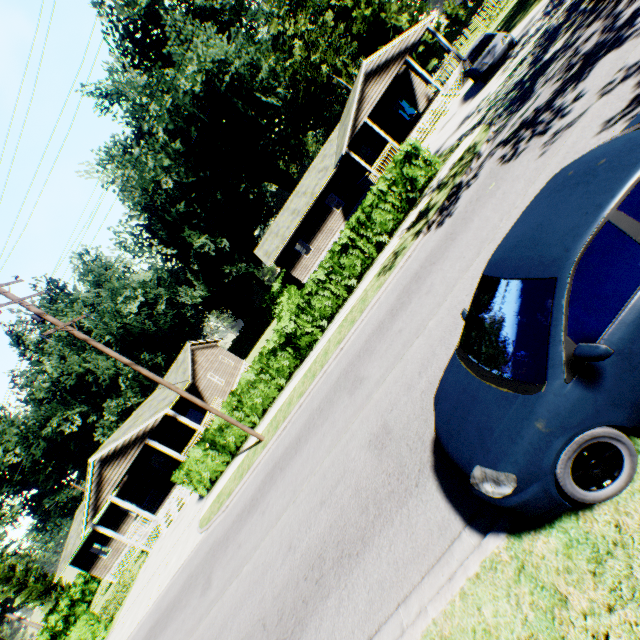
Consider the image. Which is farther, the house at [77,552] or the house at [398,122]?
the house at [398,122]

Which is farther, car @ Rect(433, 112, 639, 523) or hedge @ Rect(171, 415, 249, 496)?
hedge @ Rect(171, 415, 249, 496)

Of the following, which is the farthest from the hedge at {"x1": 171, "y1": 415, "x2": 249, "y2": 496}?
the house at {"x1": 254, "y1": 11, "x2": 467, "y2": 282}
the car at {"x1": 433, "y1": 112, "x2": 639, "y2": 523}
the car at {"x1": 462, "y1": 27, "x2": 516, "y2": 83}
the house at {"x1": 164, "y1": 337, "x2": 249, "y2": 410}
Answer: the car at {"x1": 462, "y1": 27, "x2": 516, "y2": 83}

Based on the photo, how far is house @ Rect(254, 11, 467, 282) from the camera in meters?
22.9 m

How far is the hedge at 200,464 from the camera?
16.5m

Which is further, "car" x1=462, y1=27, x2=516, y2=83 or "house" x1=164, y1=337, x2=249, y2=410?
"house" x1=164, y1=337, x2=249, y2=410

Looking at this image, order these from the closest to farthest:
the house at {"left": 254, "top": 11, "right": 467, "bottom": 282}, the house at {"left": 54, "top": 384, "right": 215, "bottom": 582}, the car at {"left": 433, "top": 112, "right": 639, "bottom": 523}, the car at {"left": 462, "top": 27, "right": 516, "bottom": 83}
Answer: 1. the car at {"left": 433, "top": 112, "right": 639, "bottom": 523}
2. the car at {"left": 462, "top": 27, "right": 516, "bottom": 83}
3. the house at {"left": 54, "top": 384, "right": 215, "bottom": 582}
4. the house at {"left": 254, "top": 11, "right": 467, "bottom": 282}

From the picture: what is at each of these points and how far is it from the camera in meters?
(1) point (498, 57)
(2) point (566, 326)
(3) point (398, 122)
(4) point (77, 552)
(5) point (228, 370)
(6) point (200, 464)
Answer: (1) car, 16.1 m
(2) car, 2.7 m
(3) house, 28.3 m
(4) house, 27.7 m
(5) house, 31.5 m
(6) hedge, 16.8 m
